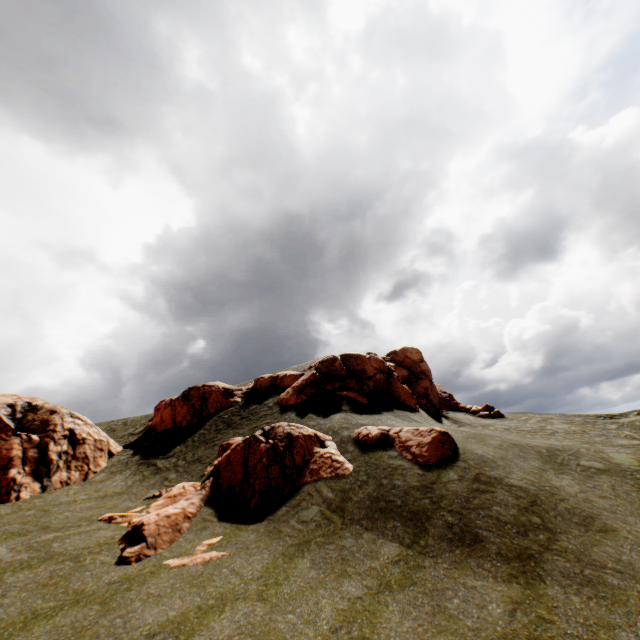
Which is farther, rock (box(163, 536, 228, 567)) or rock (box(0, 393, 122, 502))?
rock (box(0, 393, 122, 502))

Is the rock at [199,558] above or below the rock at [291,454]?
below

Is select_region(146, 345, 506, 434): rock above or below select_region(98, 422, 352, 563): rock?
above

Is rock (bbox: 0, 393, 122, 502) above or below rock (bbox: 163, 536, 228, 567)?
above

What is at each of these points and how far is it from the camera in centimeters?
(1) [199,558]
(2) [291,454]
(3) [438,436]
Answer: (1) rock, 1087cm
(2) rock, 1614cm
(3) rock, 1538cm

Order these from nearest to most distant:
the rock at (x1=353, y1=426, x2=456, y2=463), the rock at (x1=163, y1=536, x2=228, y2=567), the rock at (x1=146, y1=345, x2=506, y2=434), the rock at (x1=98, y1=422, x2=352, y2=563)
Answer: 1. the rock at (x1=163, y1=536, x2=228, y2=567)
2. the rock at (x1=98, y1=422, x2=352, y2=563)
3. the rock at (x1=353, y1=426, x2=456, y2=463)
4. the rock at (x1=146, y1=345, x2=506, y2=434)

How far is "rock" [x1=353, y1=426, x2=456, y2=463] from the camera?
14.7 meters

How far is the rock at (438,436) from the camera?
14.7 meters
